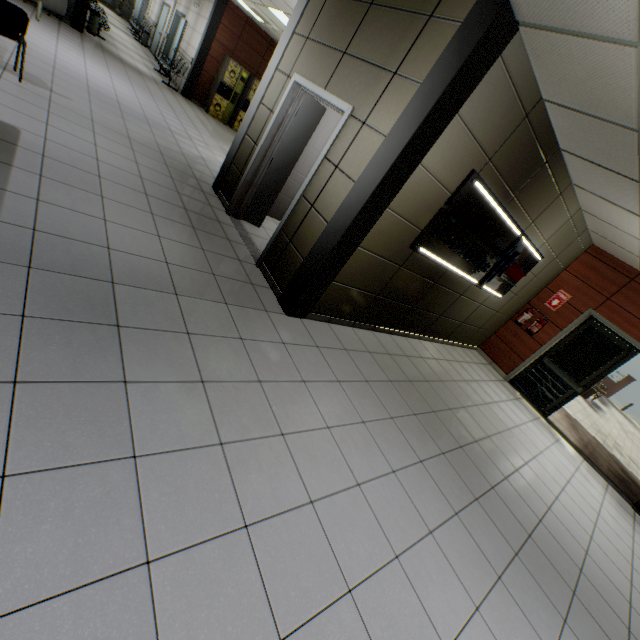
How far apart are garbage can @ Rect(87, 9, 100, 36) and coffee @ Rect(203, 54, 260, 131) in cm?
351

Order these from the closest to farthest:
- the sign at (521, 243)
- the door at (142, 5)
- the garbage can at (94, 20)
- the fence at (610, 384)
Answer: the sign at (521, 243) → the garbage can at (94, 20) → the door at (142, 5) → the fence at (610, 384)

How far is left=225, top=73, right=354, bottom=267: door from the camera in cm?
380

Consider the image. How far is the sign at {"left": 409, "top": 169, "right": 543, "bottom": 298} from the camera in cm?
379

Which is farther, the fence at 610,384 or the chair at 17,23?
the fence at 610,384

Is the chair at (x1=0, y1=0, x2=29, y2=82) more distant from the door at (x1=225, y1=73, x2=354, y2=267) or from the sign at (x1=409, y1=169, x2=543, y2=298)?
the sign at (x1=409, y1=169, x2=543, y2=298)

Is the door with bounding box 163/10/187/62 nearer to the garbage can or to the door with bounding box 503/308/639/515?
the garbage can

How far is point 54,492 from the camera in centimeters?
140cm
